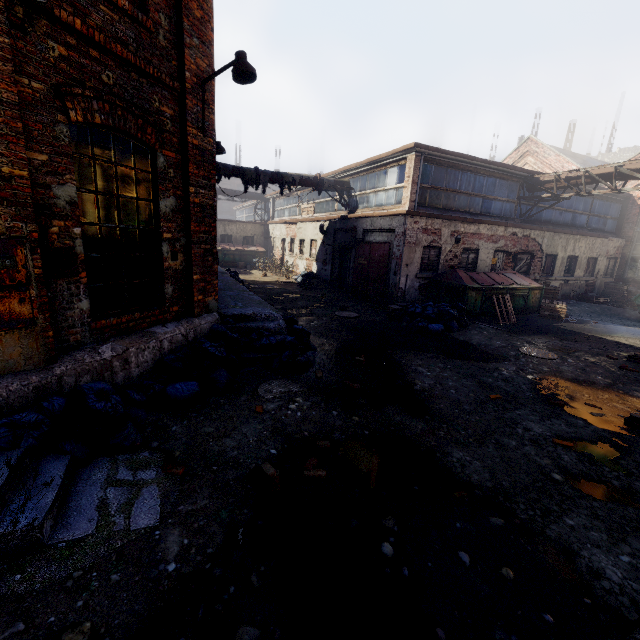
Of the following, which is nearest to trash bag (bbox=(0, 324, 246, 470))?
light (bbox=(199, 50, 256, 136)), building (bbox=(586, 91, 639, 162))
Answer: light (bbox=(199, 50, 256, 136))

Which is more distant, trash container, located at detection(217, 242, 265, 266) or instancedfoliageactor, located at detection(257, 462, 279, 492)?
trash container, located at detection(217, 242, 265, 266)

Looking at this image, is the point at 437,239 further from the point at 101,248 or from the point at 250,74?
the point at 101,248

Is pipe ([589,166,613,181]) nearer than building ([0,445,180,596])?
No

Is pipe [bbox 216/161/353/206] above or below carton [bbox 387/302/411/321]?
above

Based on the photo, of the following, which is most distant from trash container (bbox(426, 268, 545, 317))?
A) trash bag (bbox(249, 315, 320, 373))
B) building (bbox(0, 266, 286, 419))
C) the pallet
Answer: building (bbox(0, 266, 286, 419))

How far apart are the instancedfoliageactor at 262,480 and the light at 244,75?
5.6 meters

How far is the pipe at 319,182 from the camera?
14.2m
